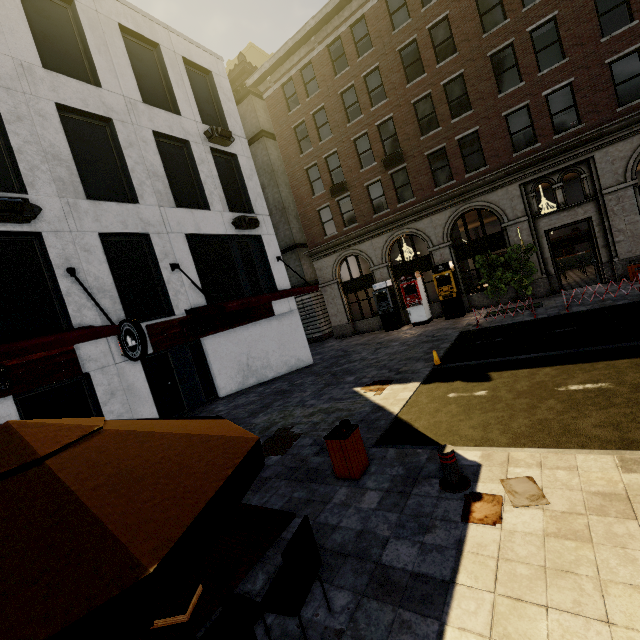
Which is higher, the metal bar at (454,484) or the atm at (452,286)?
the atm at (452,286)

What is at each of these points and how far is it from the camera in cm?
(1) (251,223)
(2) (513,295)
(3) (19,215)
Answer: (1) air conditioner, 1443
(2) building, 1775
(3) air conditioner, 795

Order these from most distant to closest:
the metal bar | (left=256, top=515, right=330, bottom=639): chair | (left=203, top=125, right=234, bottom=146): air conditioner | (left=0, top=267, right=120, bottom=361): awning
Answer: (left=203, top=125, right=234, bottom=146): air conditioner, (left=0, top=267, right=120, bottom=361): awning, the metal bar, (left=256, top=515, right=330, bottom=639): chair

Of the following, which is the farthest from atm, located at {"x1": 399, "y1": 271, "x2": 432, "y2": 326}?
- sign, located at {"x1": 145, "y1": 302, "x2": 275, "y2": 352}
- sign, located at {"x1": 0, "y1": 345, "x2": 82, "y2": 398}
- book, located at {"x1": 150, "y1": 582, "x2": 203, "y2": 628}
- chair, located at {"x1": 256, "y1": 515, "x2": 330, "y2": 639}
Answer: book, located at {"x1": 150, "y1": 582, "x2": 203, "y2": 628}

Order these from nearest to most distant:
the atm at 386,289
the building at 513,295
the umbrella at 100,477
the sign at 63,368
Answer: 1. the umbrella at 100,477
2. the sign at 63,368
3. the building at 513,295
4. the atm at 386,289

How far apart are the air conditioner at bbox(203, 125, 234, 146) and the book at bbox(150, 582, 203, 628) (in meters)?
15.42

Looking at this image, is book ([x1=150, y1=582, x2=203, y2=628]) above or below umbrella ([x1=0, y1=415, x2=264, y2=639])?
below

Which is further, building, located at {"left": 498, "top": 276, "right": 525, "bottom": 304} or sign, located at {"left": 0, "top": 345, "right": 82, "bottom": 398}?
building, located at {"left": 498, "top": 276, "right": 525, "bottom": 304}
